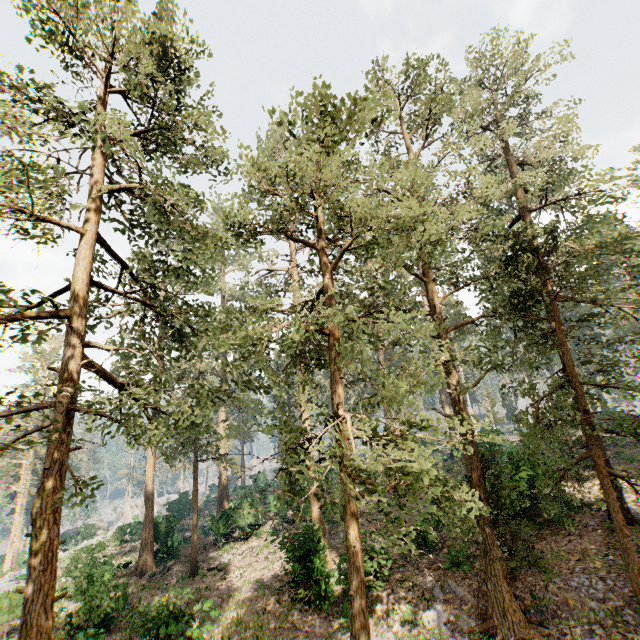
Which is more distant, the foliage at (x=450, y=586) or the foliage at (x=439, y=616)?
the foliage at (x=450, y=586)

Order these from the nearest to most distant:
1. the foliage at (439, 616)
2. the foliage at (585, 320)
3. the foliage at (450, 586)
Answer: the foliage at (585, 320)
the foliage at (439, 616)
the foliage at (450, 586)

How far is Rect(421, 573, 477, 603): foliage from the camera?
14.0 meters

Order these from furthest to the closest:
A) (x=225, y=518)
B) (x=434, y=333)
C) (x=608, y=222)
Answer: (x=225, y=518), (x=608, y=222), (x=434, y=333)

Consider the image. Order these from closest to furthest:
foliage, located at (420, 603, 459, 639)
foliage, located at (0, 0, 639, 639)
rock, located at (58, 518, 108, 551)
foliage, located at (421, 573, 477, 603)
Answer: foliage, located at (0, 0, 639, 639) → foliage, located at (420, 603, 459, 639) → foliage, located at (421, 573, 477, 603) → rock, located at (58, 518, 108, 551)

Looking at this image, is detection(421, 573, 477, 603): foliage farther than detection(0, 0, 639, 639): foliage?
Yes

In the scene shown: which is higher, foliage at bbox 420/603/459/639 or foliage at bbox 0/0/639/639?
foliage at bbox 0/0/639/639

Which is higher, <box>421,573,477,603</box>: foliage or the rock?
<box>421,573,477,603</box>: foliage
